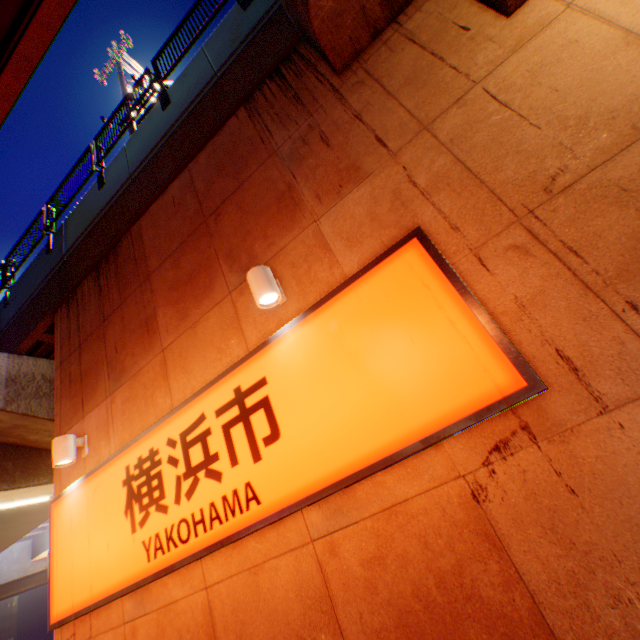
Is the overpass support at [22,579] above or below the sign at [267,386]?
above

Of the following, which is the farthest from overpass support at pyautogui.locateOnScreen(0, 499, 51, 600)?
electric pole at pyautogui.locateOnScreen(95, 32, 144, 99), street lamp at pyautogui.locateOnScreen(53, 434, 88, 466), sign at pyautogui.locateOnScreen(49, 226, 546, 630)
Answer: street lamp at pyautogui.locateOnScreen(53, 434, 88, 466)

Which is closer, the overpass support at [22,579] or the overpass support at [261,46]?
the overpass support at [261,46]

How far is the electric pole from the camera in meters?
10.6

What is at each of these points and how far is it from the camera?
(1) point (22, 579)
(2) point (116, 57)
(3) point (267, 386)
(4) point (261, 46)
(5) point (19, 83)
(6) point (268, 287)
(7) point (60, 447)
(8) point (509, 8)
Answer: (1) overpass support, 21.9m
(2) electric pole, 11.2m
(3) sign, 3.4m
(4) overpass support, 5.6m
(5) overpass support, 4.3m
(6) street lamp, 3.5m
(7) street lamp, 4.9m
(8) overpass support, 3.1m

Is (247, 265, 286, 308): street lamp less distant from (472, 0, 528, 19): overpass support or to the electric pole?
(472, 0, 528, 19): overpass support

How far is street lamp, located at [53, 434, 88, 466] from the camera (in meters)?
4.86

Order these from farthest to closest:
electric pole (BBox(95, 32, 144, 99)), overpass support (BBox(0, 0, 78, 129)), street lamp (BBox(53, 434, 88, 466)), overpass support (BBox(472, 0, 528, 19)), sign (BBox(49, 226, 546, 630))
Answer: electric pole (BBox(95, 32, 144, 99)) → street lamp (BBox(53, 434, 88, 466)) → overpass support (BBox(0, 0, 78, 129)) → overpass support (BBox(472, 0, 528, 19)) → sign (BBox(49, 226, 546, 630))
